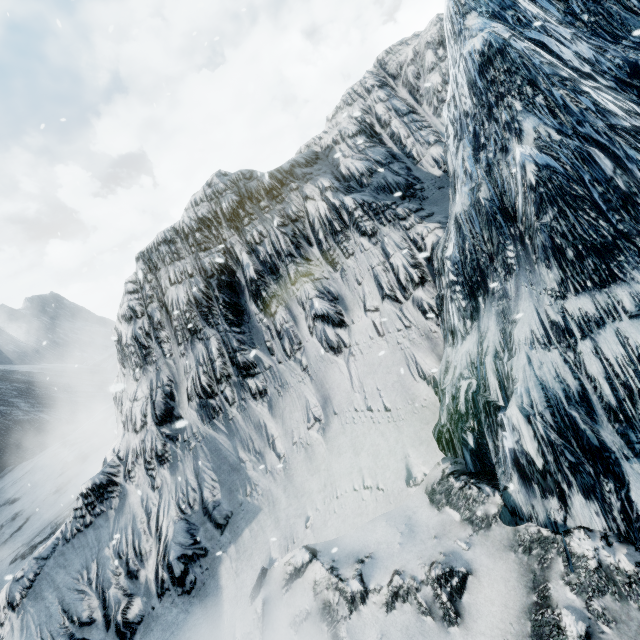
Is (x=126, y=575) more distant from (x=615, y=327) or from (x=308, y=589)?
(x=615, y=327)
